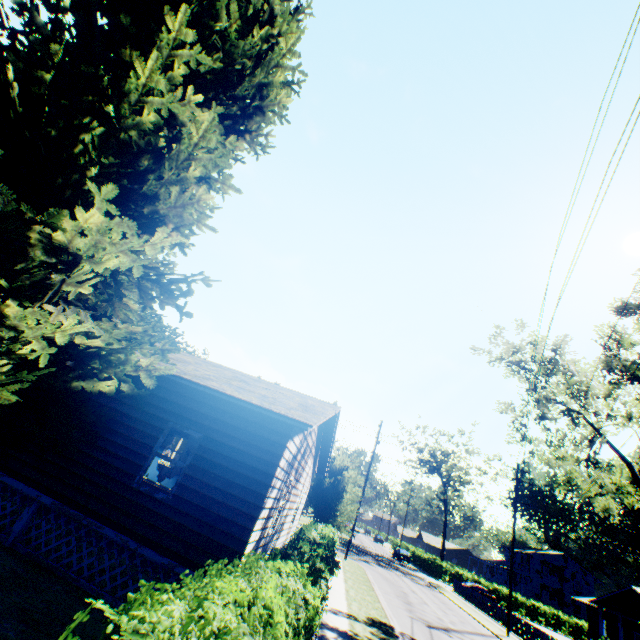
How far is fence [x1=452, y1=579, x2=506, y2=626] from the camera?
27.6 meters

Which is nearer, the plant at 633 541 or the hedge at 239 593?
the hedge at 239 593

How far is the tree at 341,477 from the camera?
19.8m

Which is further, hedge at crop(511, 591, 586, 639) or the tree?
hedge at crop(511, 591, 586, 639)

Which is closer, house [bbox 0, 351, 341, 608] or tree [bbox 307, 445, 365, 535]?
house [bbox 0, 351, 341, 608]

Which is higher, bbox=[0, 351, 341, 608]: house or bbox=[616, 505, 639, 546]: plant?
bbox=[616, 505, 639, 546]: plant

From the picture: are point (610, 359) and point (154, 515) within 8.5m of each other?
no

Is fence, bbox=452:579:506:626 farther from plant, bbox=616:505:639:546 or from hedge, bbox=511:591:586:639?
plant, bbox=616:505:639:546
